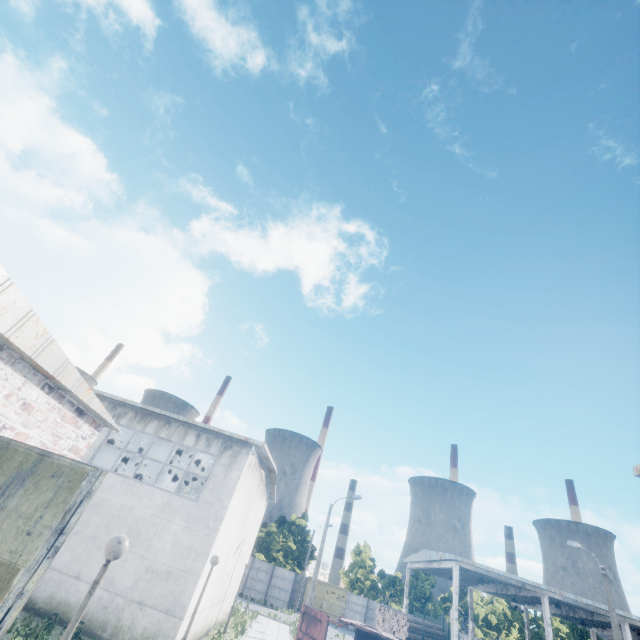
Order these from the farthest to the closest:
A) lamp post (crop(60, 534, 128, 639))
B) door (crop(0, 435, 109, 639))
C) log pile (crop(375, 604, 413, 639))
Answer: log pile (crop(375, 604, 413, 639)) → lamp post (crop(60, 534, 128, 639)) → door (crop(0, 435, 109, 639))

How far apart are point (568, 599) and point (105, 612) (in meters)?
32.44

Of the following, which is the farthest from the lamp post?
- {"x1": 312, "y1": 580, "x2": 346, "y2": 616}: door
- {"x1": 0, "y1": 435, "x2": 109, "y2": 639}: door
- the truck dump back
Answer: {"x1": 312, "y1": 580, "x2": 346, "y2": 616}: door

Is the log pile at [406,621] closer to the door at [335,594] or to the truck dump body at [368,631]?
the door at [335,594]

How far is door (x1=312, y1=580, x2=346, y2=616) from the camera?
43.6m

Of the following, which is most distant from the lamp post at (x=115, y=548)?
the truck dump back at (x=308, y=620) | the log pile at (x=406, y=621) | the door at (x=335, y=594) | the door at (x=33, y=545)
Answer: the door at (x=335, y=594)

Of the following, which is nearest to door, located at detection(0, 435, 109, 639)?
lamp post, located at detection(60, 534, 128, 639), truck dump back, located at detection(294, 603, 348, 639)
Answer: lamp post, located at detection(60, 534, 128, 639)

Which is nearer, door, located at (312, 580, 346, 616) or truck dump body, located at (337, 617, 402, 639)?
truck dump body, located at (337, 617, 402, 639)
